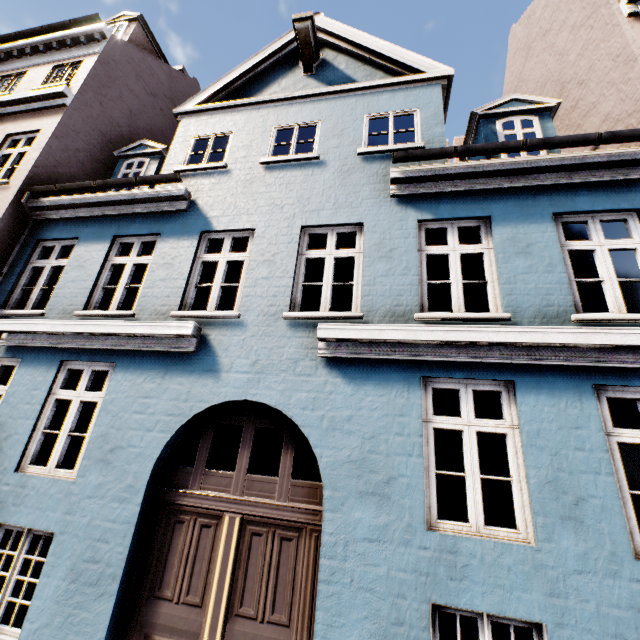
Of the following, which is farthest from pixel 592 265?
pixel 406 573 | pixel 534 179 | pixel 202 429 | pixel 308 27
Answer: pixel 202 429
